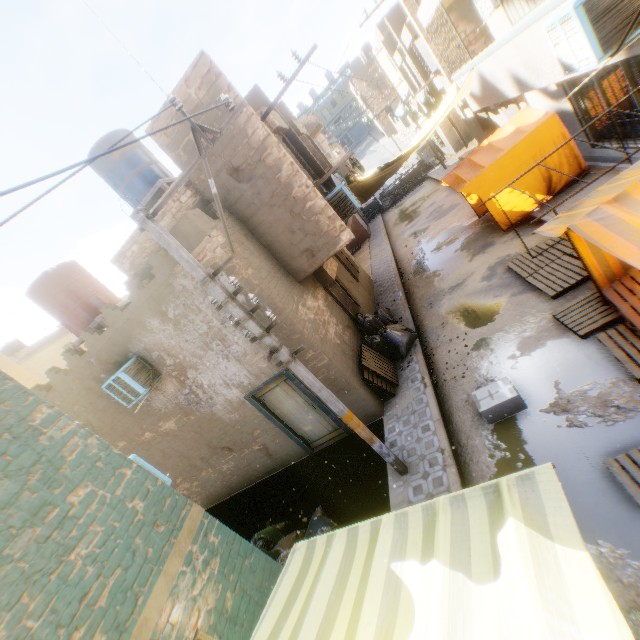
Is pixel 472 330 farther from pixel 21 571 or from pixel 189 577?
pixel 21 571

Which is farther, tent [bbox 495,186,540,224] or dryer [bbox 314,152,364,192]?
tent [bbox 495,186,540,224]

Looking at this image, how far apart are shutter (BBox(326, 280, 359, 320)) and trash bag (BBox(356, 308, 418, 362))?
0.0m

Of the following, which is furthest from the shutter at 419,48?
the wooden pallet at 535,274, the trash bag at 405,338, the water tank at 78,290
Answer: the water tank at 78,290

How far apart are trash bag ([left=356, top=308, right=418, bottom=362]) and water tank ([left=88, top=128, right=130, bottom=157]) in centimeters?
714cm

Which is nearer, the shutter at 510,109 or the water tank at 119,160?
the water tank at 119,160

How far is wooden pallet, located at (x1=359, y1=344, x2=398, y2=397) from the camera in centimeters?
829cm

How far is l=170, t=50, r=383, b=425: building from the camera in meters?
6.9
